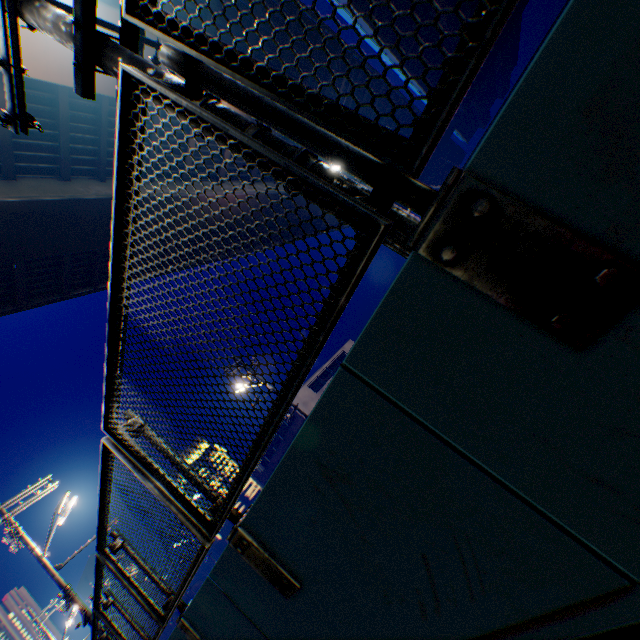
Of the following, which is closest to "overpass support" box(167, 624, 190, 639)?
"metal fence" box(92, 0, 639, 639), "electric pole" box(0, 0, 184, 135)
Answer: "metal fence" box(92, 0, 639, 639)

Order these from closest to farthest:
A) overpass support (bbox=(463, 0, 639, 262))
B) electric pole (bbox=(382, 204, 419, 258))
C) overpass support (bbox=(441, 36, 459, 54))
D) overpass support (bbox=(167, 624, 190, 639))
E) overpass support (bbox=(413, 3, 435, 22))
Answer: overpass support (bbox=(463, 0, 639, 262)), electric pole (bbox=(382, 204, 419, 258)), overpass support (bbox=(167, 624, 190, 639)), overpass support (bbox=(413, 3, 435, 22)), overpass support (bbox=(441, 36, 459, 54))

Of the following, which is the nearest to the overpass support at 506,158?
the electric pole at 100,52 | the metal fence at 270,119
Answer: the metal fence at 270,119

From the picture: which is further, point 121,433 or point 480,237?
point 121,433

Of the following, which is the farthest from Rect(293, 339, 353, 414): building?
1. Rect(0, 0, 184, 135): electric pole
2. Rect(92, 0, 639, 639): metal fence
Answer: Rect(0, 0, 184, 135): electric pole

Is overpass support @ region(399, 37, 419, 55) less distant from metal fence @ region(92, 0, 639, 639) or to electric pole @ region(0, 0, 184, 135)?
metal fence @ region(92, 0, 639, 639)

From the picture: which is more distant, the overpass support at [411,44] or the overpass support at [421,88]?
the overpass support at [421,88]
